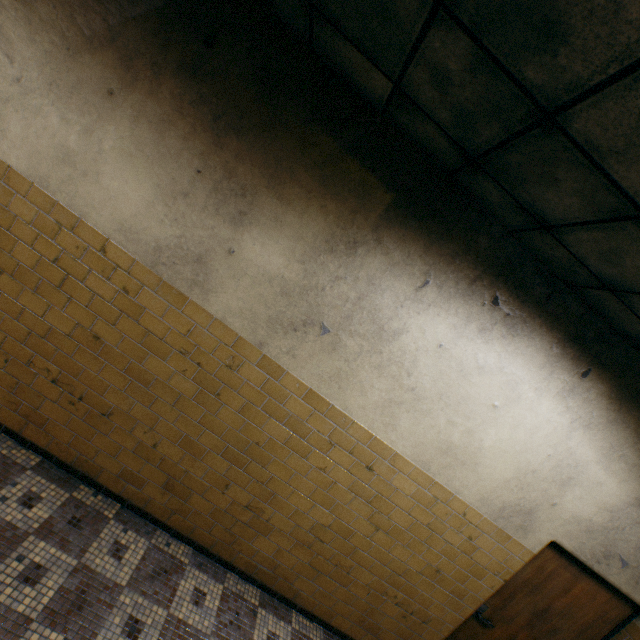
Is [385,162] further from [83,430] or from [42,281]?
[83,430]
